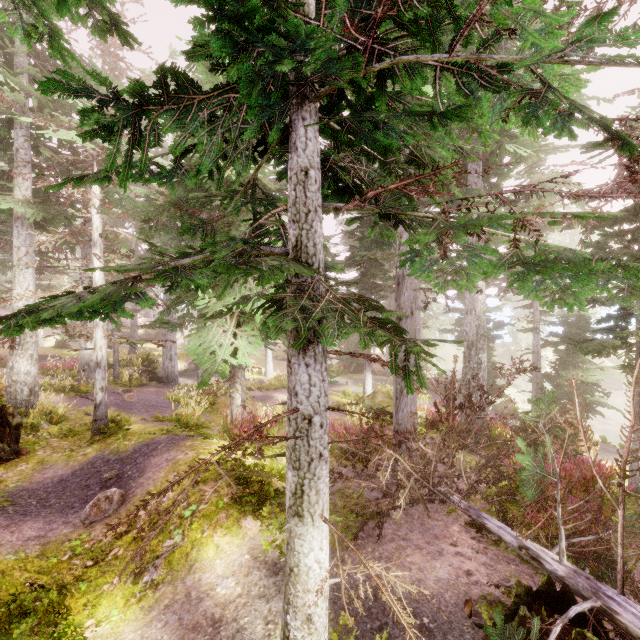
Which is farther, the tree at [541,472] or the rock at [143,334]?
the rock at [143,334]

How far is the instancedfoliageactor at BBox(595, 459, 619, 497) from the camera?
6.9m

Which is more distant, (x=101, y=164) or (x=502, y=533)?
(x=101, y=164)

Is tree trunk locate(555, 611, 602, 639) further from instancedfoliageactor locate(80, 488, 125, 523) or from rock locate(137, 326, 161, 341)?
rock locate(137, 326, 161, 341)

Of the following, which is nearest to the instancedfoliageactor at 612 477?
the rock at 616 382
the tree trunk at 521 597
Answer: the rock at 616 382

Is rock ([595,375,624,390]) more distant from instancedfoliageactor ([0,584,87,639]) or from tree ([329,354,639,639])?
tree ([329,354,639,639])

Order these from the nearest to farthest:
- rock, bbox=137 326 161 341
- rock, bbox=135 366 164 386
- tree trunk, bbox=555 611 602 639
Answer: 1. tree trunk, bbox=555 611 602 639
2. rock, bbox=135 366 164 386
3. rock, bbox=137 326 161 341
